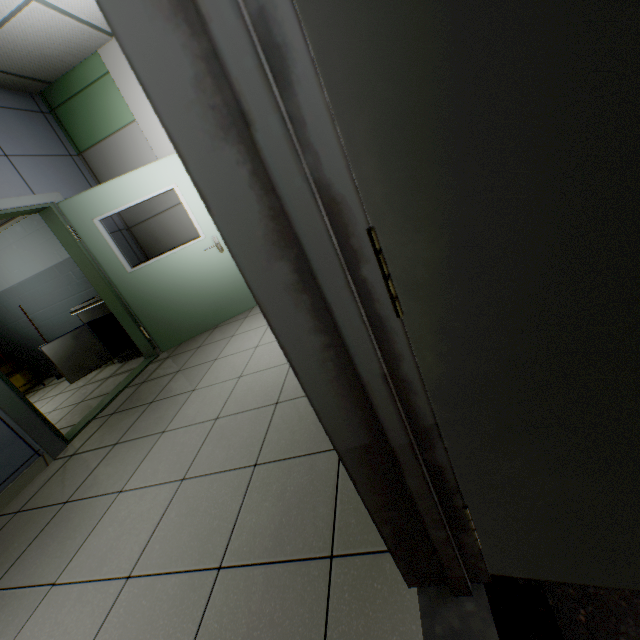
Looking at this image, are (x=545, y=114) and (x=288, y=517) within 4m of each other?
yes

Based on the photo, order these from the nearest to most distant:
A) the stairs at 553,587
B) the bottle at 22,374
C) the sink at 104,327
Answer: the stairs at 553,587
the sink at 104,327
the bottle at 22,374

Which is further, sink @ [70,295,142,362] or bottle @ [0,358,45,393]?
bottle @ [0,358,45,393]

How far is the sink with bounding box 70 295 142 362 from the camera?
4.3 meters

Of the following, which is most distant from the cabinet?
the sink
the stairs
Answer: the stairs

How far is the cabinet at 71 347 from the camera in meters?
4.3

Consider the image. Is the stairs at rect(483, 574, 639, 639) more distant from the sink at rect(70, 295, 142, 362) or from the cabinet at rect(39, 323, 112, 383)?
the cabinet at rect(39, 323, 112, 383)

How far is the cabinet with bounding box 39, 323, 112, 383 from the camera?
4.3 meters
